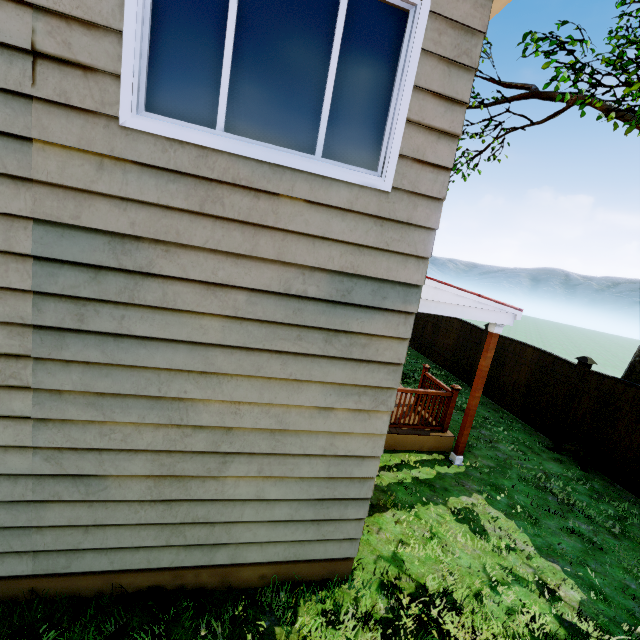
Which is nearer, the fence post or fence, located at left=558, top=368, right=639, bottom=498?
fence, located at left=558, top=368, right=639, bottom=498

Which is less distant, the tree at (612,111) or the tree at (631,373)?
the tree at (612,111)

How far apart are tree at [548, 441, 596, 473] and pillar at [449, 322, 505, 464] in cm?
291

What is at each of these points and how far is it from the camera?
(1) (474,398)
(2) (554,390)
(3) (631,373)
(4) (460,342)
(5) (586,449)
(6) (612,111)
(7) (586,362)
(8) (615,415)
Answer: (1) pillar, 6.0m
(2) fence, 8.1m
(3) tree, 6.9m
(4) fence, 11.7m
(5) tree, 7.1m
(6) tree, 6.9m
(7) fence post, 7.4m
(8) fence, 6.8m

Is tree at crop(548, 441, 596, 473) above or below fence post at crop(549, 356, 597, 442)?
below

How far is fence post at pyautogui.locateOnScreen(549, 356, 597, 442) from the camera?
7.5m

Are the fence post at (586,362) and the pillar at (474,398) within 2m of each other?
no

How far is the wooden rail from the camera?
6.3m
